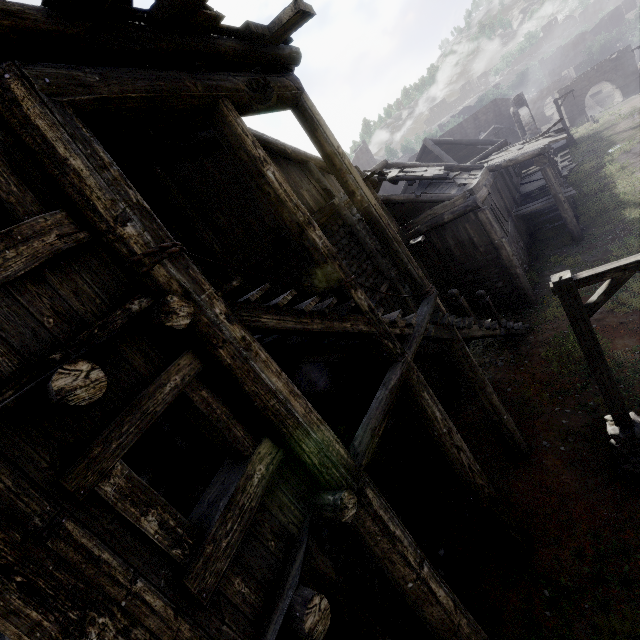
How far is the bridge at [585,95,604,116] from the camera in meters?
49.0 m

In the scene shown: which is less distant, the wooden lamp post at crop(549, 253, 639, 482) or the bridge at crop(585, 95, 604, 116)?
the wooden lamp post at crop(549, 253, 639, 482)

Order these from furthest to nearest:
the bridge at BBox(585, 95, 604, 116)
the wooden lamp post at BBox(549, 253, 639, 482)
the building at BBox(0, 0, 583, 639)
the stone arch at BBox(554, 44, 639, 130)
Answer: the bridge at BBox(585, 95, 604, 116), the stone arch at BBox(554, 44, 639, 130), the wooden lamp post at BBox(549, 253, 639, 482), the building at BBox(0, 0, 583, 639)

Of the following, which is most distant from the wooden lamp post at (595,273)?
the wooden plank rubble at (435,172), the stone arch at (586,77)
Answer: the stone arch at (586,77)

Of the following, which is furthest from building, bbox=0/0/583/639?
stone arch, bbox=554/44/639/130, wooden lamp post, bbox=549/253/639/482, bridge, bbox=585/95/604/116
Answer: bridge, bbox=585/95/604/116

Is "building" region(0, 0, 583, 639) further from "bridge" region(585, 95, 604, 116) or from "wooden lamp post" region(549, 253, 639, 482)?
"bridge" region(585, 95, 604, 116)

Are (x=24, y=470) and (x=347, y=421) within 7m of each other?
yes

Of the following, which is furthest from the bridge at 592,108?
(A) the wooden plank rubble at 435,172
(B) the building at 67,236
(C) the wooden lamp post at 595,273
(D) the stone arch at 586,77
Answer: (C) the wooden lamp post at 595,273
